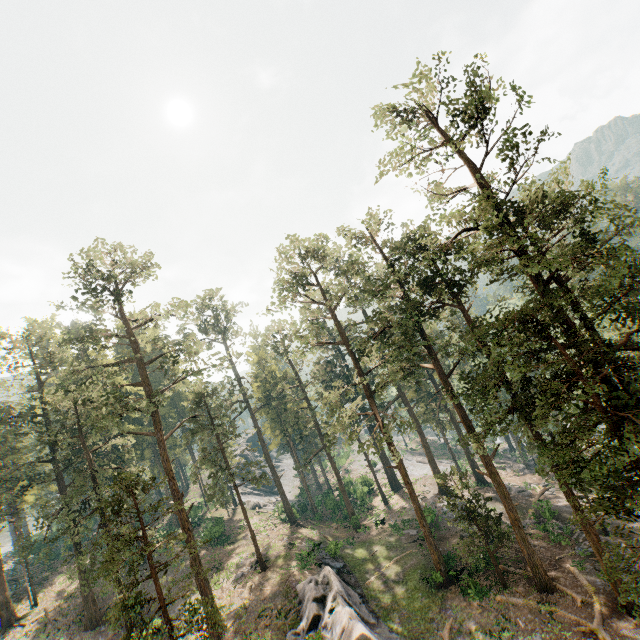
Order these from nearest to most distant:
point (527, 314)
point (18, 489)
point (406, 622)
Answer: point (527, 314) → point (406, 622) → point (18, 489)

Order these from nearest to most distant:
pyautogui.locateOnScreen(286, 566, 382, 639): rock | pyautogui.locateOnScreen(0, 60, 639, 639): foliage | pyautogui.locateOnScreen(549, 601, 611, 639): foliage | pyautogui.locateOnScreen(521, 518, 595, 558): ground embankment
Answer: pyautogui.locateOnScreen(0, 60, 639, 639): foliage → pyautogui.locateOnScreen(549, 601, 611, 639): foliage → pyautogui.locateOnScreen(286, 566, 382, 639): rock → pyautogui.locateOnScreen(521, 518, 595, 558): ground embankment

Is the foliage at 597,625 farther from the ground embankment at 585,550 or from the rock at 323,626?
the rock at 323,626

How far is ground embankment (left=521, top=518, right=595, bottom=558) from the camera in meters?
25.0 m

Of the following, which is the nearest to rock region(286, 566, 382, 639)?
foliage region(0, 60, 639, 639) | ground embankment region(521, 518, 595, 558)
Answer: foliage region(0, 60, 639, 639)

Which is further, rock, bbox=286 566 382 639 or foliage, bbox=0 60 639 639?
rock, bbox=286 566 382 639

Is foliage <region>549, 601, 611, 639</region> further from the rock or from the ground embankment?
the rock

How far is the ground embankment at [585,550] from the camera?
25.0 meters
